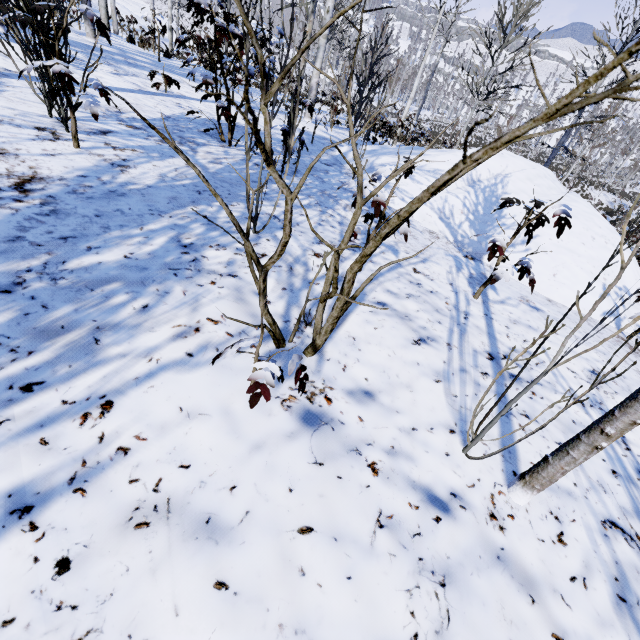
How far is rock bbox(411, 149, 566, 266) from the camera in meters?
4.4

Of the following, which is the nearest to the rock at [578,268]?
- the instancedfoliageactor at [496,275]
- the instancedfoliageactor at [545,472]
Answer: the instancedfoliageactor at [496,275]

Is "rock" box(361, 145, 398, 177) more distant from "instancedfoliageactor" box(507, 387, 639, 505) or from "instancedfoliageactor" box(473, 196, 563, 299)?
"instancedfoliageactor" box(507, 387, 639, 505)

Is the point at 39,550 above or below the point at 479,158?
below

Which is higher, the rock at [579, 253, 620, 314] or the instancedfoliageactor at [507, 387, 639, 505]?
the instancedfoliageactor at [507, 387, 639, 505]
